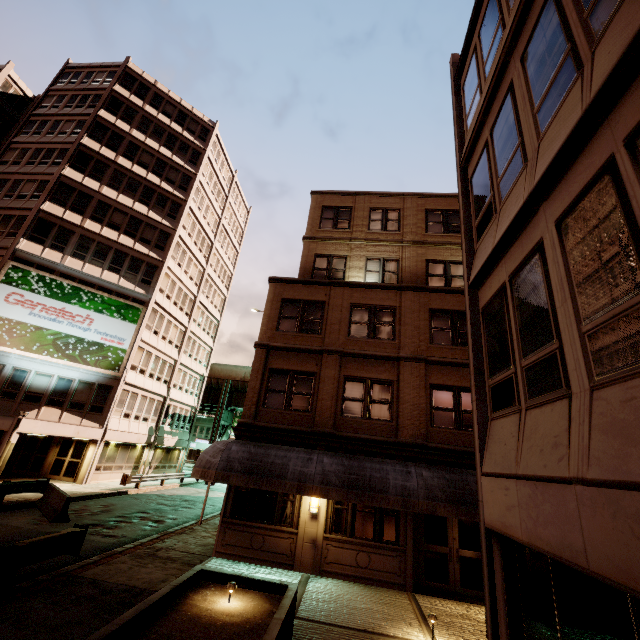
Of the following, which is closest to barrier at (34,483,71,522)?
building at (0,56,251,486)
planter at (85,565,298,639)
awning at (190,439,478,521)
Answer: building at (0,56,251,486)

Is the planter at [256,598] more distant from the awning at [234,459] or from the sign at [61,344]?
the sign at [61,344]

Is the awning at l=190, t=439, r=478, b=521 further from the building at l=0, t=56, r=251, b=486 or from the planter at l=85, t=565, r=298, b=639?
the building at l=0, t=56, r=251, b=486

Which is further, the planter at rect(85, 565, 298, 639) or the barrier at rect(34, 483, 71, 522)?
the barrier at rect(34, 483, 71, 522)

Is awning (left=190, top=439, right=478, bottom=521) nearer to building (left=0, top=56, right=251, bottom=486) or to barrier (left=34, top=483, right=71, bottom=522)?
barrier (left=34, top=483, right=71, bottom=522)

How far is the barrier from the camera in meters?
13.8 m

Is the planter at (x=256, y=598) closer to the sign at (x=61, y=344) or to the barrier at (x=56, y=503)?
the barrier at (x=56, y=503)

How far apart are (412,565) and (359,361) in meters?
7.5
